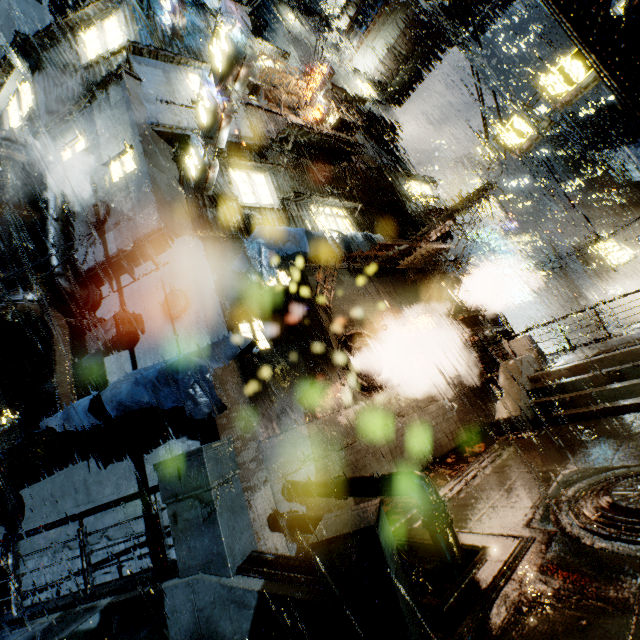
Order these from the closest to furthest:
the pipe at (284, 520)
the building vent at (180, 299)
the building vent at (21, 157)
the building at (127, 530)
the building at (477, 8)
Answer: the pipe at (284, 520), the building at (127, 530), the building vent at (180, 299), the building vent at (21, 157), the building at (477, 8)

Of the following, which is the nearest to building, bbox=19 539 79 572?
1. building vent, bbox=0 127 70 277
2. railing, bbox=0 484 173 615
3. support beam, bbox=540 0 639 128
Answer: building vent, bbox=0 127 70 277

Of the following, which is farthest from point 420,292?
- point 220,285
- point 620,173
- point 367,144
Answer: point 620,173

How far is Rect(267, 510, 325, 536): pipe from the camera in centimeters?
653cm

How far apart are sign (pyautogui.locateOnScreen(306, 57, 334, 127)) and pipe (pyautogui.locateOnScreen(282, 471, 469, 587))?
16.70m

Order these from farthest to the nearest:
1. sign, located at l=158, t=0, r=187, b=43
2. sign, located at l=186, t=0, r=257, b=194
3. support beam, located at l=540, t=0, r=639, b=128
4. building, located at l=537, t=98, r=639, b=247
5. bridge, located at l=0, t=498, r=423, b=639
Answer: building, located at l=537, t=98, r=639, b=247, sign, located at l=158, t=0, r=187, b=43, sign, located at l=186, t=0, r=257, b=194, bridge, located at l=0, t=498, r=423, b=639, support beam, located at l=540, t=0, r=639, b=128

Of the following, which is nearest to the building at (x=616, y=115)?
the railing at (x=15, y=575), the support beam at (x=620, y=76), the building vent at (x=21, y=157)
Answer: the building vent at (x=21, y=157)

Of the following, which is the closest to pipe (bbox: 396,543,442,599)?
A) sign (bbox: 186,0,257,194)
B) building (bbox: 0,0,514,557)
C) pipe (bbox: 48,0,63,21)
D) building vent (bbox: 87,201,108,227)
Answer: building (bbox: 0,0,514,557)
